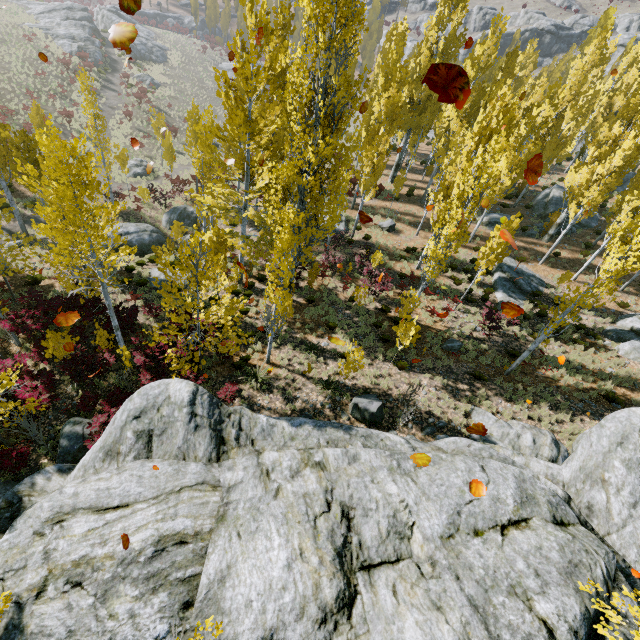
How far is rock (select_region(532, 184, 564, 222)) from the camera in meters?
28.8 m

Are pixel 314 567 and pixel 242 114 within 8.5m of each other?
no

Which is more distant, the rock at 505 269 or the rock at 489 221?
the rock at 489 221

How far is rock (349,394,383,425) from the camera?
12.3m

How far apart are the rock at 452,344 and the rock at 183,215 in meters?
19.0 m

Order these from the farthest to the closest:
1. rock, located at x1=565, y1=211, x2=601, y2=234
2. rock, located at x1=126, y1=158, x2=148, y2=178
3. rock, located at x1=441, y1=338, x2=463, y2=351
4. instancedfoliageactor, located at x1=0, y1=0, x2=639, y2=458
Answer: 1. rock, located at x1=126, y1=158, x2=148, y2=178
2. rock, located at x1=565, y1=211, x2=601, y2=234
3. rock, located at x1=441, y1=338, x2=463, y2=351
4. instancedfoliageactor, located at x1=0, y1=0, x2=639, y2=458

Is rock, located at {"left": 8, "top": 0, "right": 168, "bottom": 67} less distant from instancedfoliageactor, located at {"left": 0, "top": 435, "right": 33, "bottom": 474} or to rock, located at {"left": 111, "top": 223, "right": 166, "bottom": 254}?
instancedfoliageactor, located at {"left": 0, "top": 435, "right": 33, "bottom": 474}

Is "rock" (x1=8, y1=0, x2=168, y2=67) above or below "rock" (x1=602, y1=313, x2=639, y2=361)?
above
